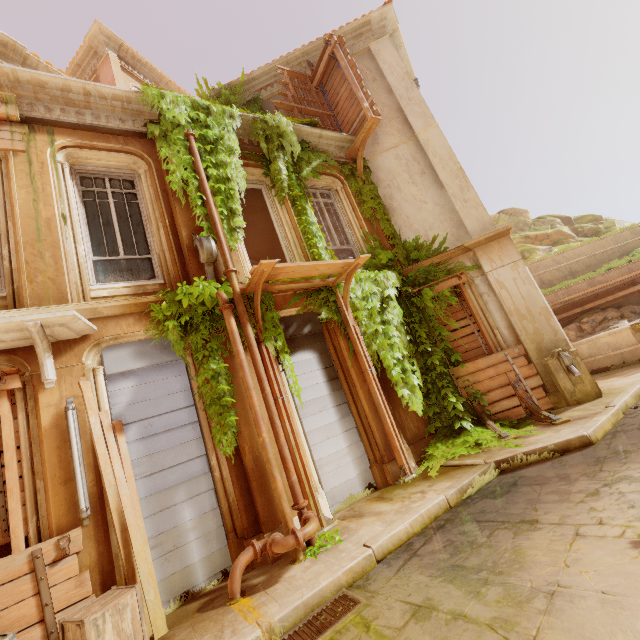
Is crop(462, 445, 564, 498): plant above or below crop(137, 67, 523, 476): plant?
below

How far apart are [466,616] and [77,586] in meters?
4.4 m

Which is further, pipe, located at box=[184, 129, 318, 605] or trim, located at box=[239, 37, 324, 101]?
trim, located at box=[239, 37, 324, 101]

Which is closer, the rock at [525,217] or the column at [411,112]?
the column at [411,112]

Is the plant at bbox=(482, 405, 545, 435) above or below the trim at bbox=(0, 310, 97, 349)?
below

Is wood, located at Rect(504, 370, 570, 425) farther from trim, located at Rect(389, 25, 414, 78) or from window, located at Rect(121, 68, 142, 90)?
window, located at Rect(121, 68, 142, 90)

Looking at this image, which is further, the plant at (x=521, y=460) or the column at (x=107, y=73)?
the column at (x=107, y=73)

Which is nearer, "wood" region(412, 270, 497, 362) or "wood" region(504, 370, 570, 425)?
"wood" region(504, 370, 570, 425)
